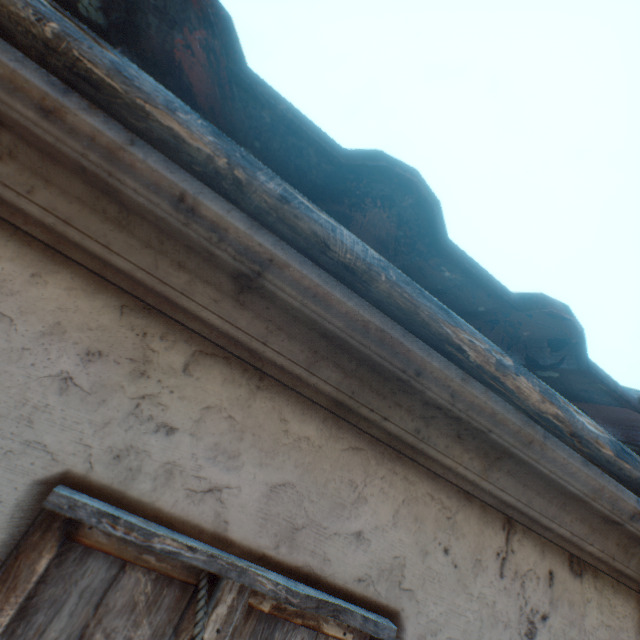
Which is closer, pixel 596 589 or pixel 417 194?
pixel 417 194
